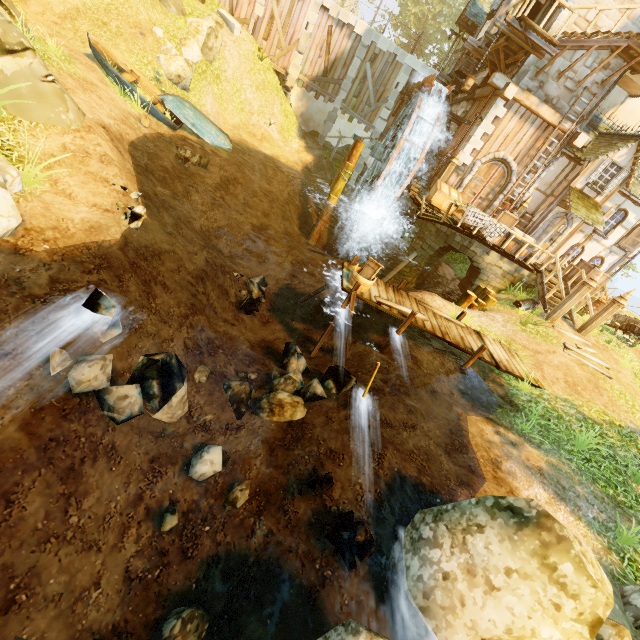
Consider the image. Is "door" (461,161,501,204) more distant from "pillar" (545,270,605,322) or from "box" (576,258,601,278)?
"pillar" (545,270,605,322)

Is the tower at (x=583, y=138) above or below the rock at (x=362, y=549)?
above

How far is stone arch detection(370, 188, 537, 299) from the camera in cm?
1476

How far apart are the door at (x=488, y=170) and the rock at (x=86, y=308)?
16.7 meters

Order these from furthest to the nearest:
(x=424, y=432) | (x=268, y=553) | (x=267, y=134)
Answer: (x=267, y=134)
(x=424, y=432)
(x=268, y=553)

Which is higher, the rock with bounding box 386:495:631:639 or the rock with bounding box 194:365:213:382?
the rock with bounding box 386:495:631:639

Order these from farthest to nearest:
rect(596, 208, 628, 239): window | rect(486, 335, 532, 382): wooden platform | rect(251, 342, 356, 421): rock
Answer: rect(596, 208, 628, 239): window, rect(486, 335, 532, 382): wooden platform, rect(251, 342, 356, 421): rock

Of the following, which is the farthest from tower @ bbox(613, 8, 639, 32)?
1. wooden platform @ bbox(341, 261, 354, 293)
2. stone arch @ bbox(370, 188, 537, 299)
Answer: wooden platform @ bbox(341, 261, 354, 293)
